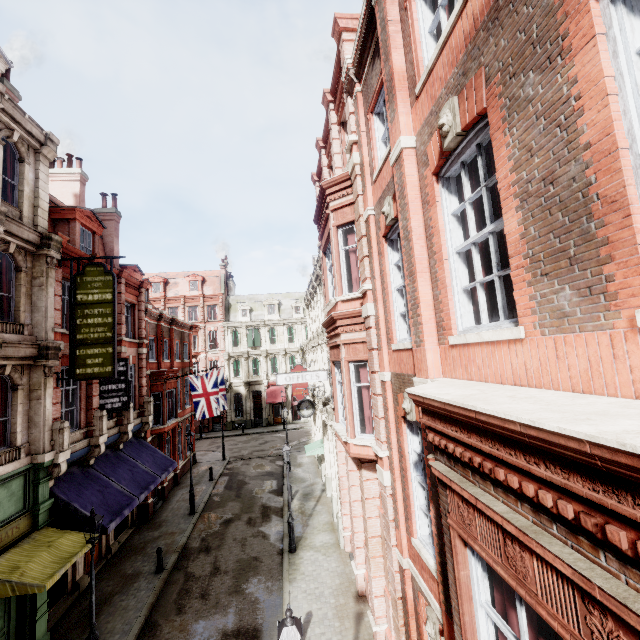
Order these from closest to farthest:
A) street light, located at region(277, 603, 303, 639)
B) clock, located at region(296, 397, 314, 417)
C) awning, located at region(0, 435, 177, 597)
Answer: street light, located at region(277, 603, 303, 639) → awning, located at region(0, 435, 177, 597) → clock, located at region(296, 397, 314, 417)

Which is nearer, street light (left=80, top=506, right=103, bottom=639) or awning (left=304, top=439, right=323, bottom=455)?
street light (left=80, top=506, right=103, bottom=639)

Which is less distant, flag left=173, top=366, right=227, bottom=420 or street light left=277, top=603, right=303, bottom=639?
street light left=277, top=603, right=303, bottom=639

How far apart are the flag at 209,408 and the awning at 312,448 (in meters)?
5.97

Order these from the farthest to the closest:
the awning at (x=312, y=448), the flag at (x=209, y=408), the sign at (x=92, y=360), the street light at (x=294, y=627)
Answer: the flag at (x=209, y=408) → the awning at (x=312, y=448) → the sign at (x=92, y=360) → the street light at (x=294, y=627)

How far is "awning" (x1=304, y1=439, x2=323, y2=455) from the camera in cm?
2058

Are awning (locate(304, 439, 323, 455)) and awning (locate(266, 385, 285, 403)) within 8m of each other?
no

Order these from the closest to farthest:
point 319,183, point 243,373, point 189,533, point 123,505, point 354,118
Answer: point 354,118, point 123,505, point 319,183, point 189,533, point 243,373
